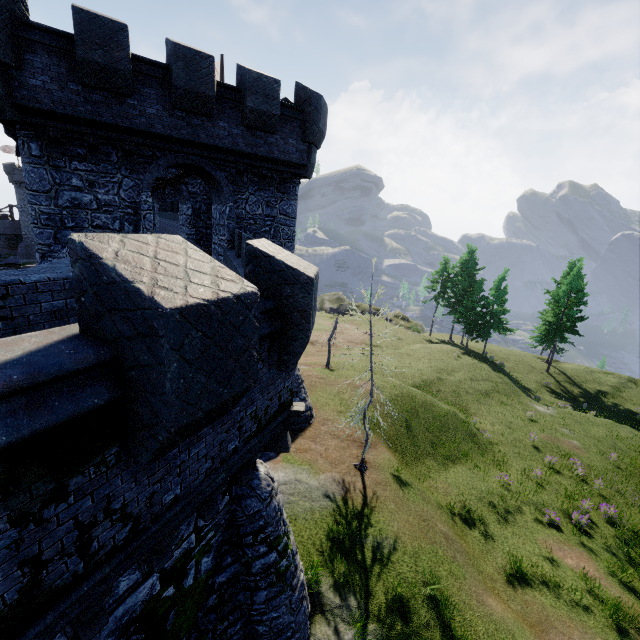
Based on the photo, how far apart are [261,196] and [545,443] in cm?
2346
